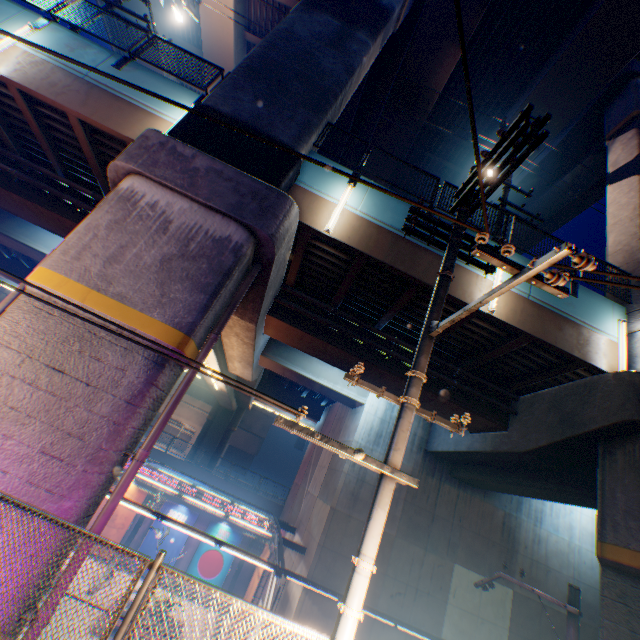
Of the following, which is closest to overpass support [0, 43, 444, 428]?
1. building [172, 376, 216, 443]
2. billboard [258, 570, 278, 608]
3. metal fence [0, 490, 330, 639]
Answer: metal fence [0, 490, 330, 639]

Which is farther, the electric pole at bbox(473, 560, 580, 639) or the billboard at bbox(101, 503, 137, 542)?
the billboard at bbox(101, 503, 137, 542)

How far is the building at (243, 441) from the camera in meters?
44.2

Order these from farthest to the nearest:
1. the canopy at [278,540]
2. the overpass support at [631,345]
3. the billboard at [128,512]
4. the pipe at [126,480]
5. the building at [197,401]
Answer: the building at [197,401] → the billboard at [128,512] → the canopy at [278,540] → the overpass support at [631,345] → the pipe at [126,480]

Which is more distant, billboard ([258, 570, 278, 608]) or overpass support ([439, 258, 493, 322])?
billboard ([258, 570, 278, 608])

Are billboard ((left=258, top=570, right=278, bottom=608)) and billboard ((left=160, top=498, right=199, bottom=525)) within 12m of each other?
yes

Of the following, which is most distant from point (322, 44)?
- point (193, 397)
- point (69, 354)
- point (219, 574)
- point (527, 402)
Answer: point (193, 397)

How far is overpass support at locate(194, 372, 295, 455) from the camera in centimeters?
2458cm
